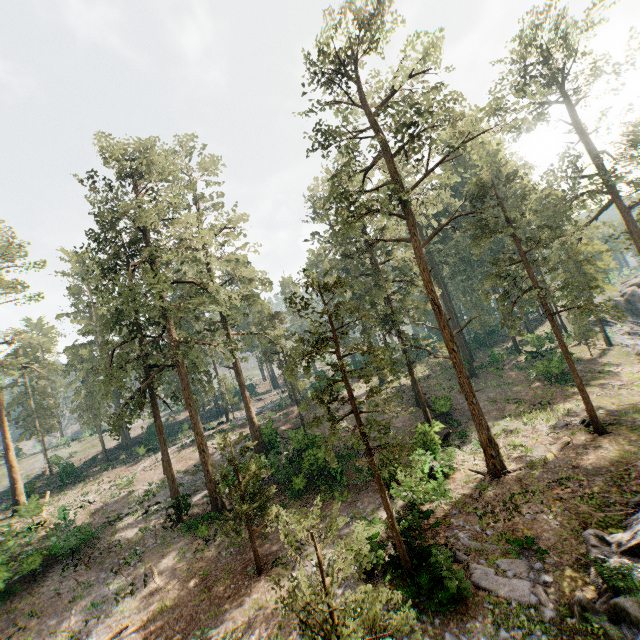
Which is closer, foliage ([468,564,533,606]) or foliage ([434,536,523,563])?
foliage ([468,564,533,606])

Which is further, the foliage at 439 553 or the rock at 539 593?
the foliage at 439 553

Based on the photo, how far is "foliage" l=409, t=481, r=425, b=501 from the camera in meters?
16.9

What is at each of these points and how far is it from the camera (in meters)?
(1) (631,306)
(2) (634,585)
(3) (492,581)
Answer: (1) rock, 44.81
(2) rock, 10.33
(3) foliage, 12.13

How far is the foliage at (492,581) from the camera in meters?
11.3 m

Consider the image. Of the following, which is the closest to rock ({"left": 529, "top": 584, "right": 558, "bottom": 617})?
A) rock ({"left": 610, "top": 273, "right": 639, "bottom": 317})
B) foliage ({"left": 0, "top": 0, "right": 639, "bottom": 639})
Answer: foliage ({"left": 0, "top": 0, "right": 639, "bottom": 639})
